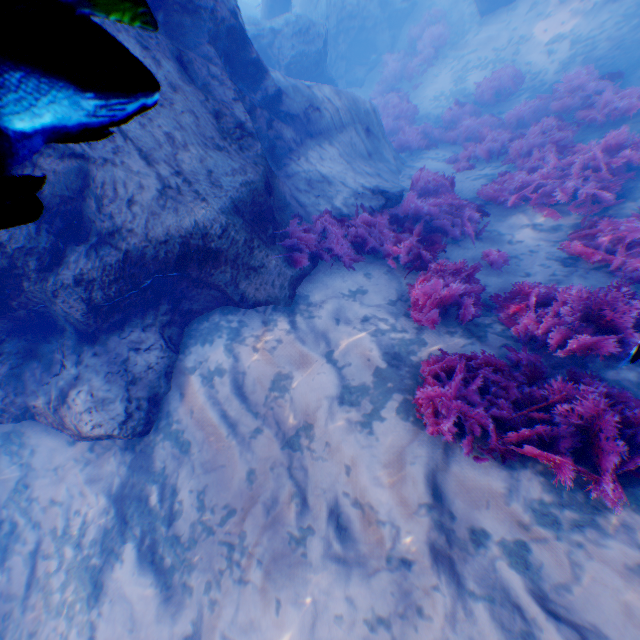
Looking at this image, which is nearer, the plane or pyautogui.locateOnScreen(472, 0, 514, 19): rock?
pyautogui.locateOnScreen(472, 0, 514, 19): rock

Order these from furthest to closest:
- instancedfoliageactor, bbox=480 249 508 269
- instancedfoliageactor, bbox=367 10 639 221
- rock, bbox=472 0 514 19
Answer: rock, bbox=472 0 514 19
instancedfoliageactor, bbox=367 10 639 221
instancedfoliageactor, bbox=480 249 508 269

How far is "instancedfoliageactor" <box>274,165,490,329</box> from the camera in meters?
4.4

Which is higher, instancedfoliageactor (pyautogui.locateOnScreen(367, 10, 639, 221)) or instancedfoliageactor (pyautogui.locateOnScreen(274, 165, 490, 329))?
instancedfoliageactor (pyautogui.locateOnScreen(274, 165, 490, 329))

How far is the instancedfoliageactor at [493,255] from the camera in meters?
5.3

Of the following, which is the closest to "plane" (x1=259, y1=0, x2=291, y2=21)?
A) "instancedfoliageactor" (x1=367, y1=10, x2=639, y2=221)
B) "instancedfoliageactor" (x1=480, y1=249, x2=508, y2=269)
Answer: "instancedfoliageactor" (x1=367, y1=10, x2=639, y2=221)

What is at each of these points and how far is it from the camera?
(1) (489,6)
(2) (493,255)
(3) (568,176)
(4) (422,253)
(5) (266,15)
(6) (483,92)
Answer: (1) rock, 12.0 meters
(2) instancedfoliageactor, 5.4 meters
(3) instancedfoliageactor, 6.1 meters
(4) instancedfoliageactor, 5.4 meters
(5) plane, 14.4 meters
(6) instancedfoliageactor, 10.8 meters

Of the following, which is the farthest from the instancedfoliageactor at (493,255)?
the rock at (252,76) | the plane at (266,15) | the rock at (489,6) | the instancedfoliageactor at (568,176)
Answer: the rock at (489,6)
